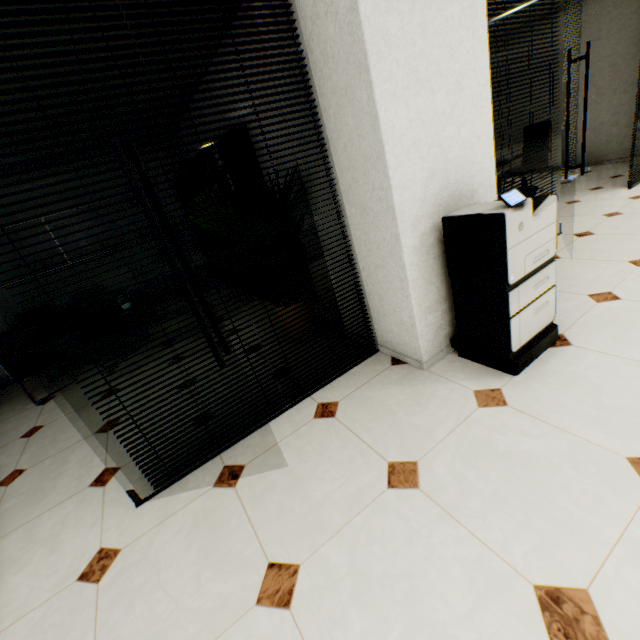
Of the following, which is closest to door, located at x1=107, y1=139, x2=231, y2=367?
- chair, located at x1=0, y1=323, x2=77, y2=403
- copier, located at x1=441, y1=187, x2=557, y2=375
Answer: copier, located at x1=441, y1=187, x2=557, y2=375

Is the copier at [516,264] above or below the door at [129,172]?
below

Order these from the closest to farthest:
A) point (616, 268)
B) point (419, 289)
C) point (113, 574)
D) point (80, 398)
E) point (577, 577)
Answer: point (577, 577)
point (113, 574)
point (419, 289)
point (616, 268)
point (80, 398)

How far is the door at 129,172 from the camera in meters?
1.2

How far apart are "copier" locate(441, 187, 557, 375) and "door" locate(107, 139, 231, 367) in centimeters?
146cm

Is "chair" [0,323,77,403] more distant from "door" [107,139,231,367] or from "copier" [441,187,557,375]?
"copier" [441,187,557,375]

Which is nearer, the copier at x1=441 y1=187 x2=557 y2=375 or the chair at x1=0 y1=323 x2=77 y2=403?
the copier at x1=441 y1=187 x2=557 y2=375
